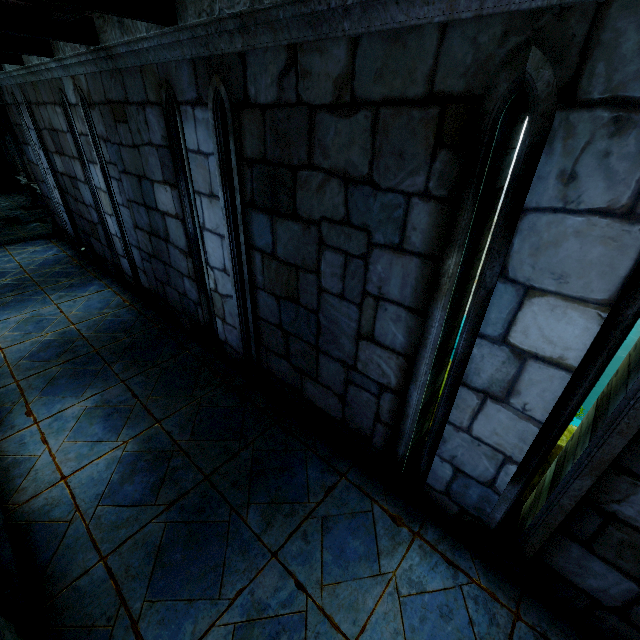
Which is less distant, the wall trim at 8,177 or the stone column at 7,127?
the stone column at 7,127

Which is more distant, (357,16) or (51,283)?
(51,283)

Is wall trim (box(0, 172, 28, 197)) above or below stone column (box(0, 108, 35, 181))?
below

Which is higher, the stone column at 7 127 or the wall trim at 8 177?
the stone column at 7 127

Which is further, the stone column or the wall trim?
the wall trim
